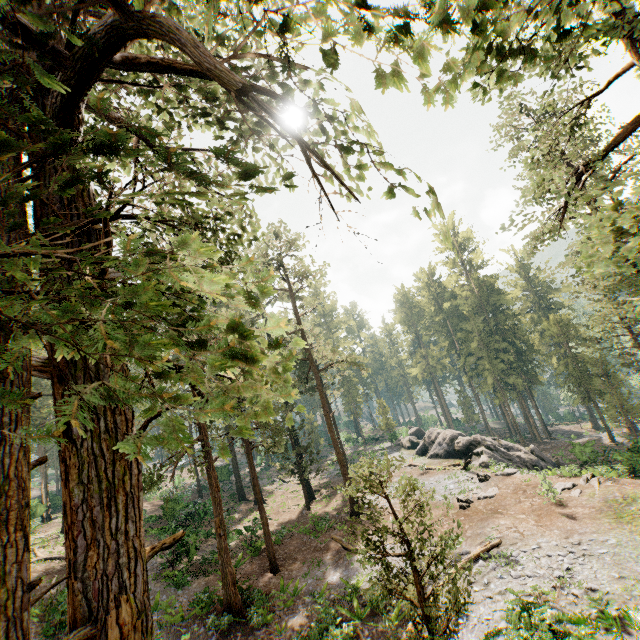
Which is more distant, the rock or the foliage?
the rock

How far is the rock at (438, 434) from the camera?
28.78m

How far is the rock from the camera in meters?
28.8

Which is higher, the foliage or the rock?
the foliage

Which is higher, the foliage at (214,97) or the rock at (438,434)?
the foliage at (214,97)

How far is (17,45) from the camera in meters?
3.1
